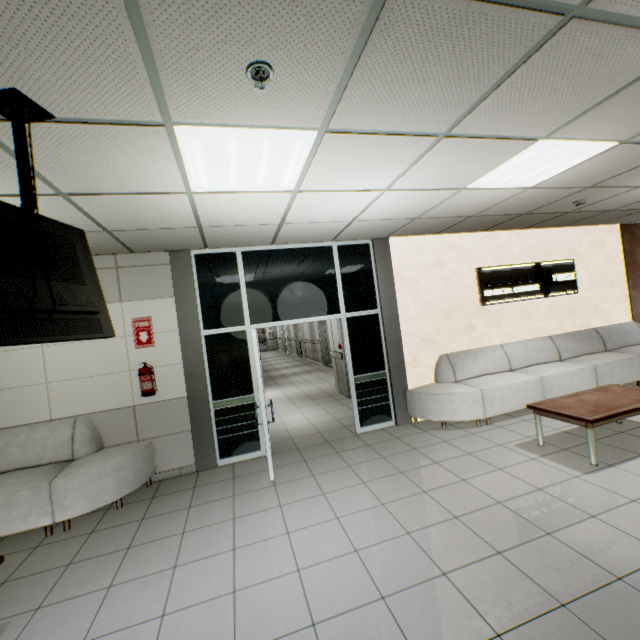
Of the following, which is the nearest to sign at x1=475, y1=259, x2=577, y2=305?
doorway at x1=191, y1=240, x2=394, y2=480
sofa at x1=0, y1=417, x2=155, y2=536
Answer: doorway at x1=191, y1=240, x2=394, y2=480

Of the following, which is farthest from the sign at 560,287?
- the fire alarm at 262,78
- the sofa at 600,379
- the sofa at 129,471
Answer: the sofa at 129,471

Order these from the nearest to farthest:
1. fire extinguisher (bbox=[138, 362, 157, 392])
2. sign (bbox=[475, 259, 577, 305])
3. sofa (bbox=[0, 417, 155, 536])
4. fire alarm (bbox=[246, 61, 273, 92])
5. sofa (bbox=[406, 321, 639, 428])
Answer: fire alarm (bbox=[246, 61, 273, 92]) < sofa (bbox=[0, 417, 155, 536]) < fire extinguisher (bbox=[138, 362, 157, 392]) < sofa (bbox=[406, 321, 639, 428]) < sign (bbox=[475, 259, 577, 305])

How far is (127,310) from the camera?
4.6m

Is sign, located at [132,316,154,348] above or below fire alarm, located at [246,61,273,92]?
below

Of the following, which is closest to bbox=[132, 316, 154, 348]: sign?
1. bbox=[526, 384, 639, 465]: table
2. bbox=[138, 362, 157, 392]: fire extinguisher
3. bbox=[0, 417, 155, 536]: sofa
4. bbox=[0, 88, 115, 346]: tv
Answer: bbox=[138, 362, 157, 392]: fire extinguisher

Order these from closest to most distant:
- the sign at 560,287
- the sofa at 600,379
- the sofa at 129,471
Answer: the sofa at 129,471 → the sofa at 600,379 → the sign at 560,287

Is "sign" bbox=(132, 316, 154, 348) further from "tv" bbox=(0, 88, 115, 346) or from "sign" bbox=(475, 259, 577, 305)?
"sign" bbox=(475, 259, 577, 305)
